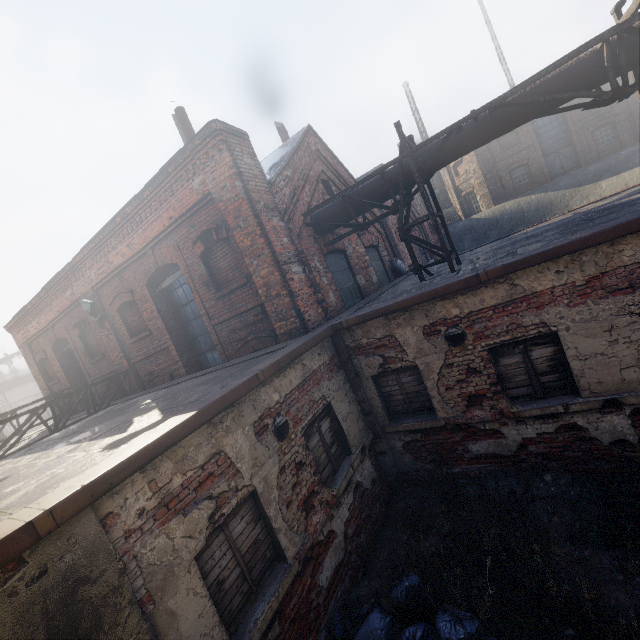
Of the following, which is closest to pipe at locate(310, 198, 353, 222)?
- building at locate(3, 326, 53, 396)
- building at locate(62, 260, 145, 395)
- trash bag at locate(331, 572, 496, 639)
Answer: trash bag at locate(331, 572, 496, 639)

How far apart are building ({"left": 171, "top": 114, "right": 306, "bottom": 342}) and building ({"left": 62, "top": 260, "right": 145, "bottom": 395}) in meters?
5.8

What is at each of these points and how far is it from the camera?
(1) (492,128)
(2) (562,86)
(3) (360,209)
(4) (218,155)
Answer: (1) pipe, 6.3m
(2) pipe, 5.6m
(3) pipe, 7.9m
(4) building, 6.4m

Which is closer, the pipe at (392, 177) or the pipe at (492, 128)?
the pipe at (492, 128)

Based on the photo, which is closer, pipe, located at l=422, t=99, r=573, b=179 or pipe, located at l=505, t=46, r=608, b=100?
pipe, located at l=505, t=46, r=608, b=100

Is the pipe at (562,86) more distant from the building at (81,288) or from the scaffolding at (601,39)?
the building at (81,288)

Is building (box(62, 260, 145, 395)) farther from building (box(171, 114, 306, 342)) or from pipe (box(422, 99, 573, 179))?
pipe (box(422, 99, 573, 179))
